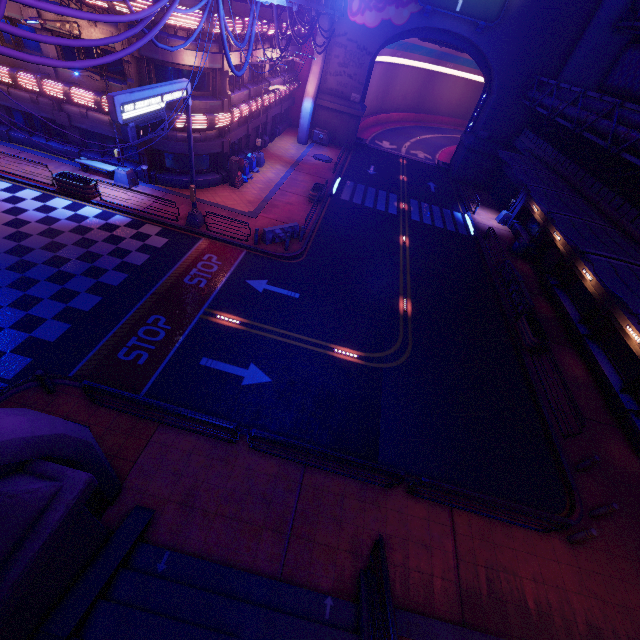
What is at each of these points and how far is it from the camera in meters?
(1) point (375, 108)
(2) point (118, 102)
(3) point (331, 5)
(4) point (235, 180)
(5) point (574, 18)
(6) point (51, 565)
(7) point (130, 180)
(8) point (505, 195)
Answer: (1) tunnel, 49.0
(2) sign, 11.0
(3) pipe, 25.8
(4) atm, 23.6
(5) wall arch, 28.0
(6) wall arch, 5.8
(7) street light, 20.8
(8) vent, 33.4

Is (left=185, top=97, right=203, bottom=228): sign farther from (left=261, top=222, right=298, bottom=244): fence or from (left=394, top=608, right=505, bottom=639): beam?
(left=394, top=608, right=505, bottom=639): beam

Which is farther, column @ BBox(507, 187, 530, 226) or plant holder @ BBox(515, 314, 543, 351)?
column @ BBox(507, 187, 530, 226)

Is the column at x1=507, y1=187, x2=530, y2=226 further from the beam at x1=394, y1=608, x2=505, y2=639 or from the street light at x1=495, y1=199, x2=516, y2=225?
the beam at x1=394, y1=608, x2=505, y2=639

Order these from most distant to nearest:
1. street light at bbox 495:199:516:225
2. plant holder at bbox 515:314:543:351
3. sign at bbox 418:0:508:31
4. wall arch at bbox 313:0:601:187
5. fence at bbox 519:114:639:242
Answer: street light at bbox 495:199:516:225 < wall arch at bbox 313:0:601:187 < sign at bbox 418:0:508:31 < fence at bbox 519:114:639:242 < plant holder at bbox 515:314:543:351

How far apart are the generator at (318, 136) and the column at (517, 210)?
20.31m

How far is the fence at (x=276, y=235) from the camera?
19.18m

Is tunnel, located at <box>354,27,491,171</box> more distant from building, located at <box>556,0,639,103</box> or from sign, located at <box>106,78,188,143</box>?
sign, located at <box>106,78,188,143</box>
